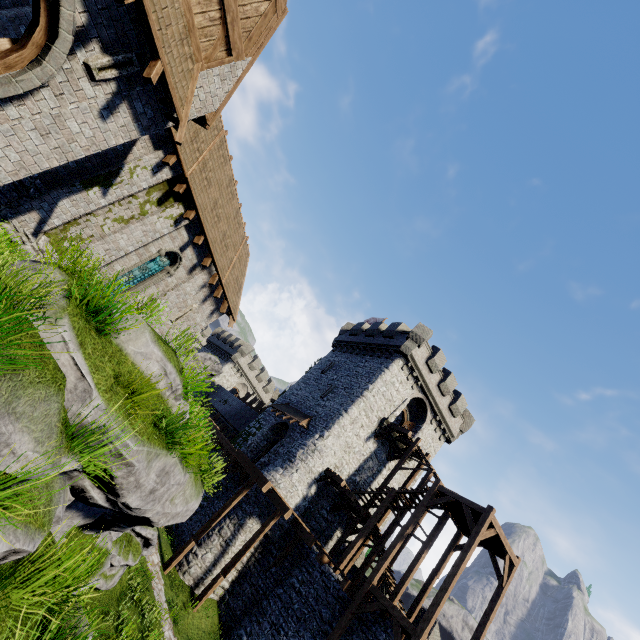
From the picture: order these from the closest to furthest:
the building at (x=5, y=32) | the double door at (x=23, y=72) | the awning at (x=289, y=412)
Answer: the double door at (x=23, y=72) < the building at (x=5, y=32) < the awning at (x=289, y=412)

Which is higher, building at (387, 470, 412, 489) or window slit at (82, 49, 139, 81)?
building at (387, 470, 412, 489)

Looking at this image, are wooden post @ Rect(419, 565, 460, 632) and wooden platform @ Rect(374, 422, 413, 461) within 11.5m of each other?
yes

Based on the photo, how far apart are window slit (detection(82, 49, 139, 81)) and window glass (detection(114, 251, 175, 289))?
7.74m

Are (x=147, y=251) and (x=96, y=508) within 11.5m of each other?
yes

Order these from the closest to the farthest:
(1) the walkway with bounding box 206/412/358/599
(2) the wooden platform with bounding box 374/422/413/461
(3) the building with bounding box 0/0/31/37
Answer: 1. (3) the building with bounding box 0/0/31/37
2. (1) the walkway with bounding box 206/412/358/599
3. (2) the wooden platform with bounding box 374/422/413/461

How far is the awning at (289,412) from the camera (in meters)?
24.09

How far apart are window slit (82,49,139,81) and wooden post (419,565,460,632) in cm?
2005
